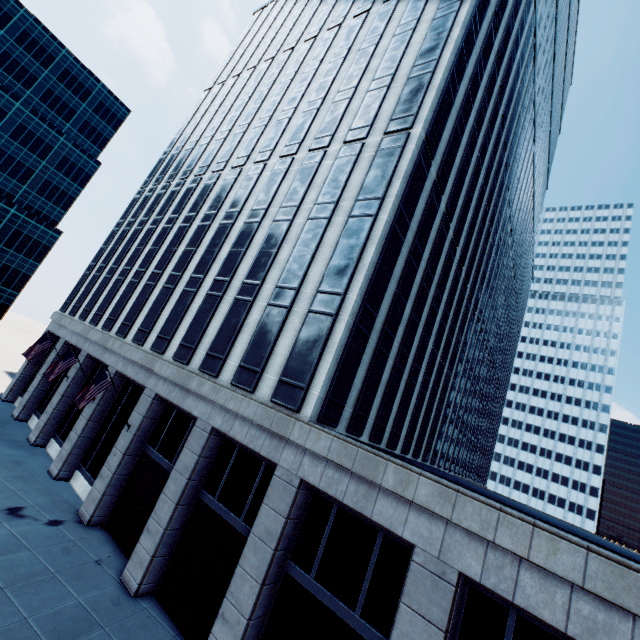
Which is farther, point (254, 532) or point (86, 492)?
point (86, 492)

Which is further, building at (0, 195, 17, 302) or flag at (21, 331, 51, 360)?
building at (0, 195, 17, 302)

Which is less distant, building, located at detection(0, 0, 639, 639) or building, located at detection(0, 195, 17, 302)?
building, located at detection(0, 0, 639, 639)

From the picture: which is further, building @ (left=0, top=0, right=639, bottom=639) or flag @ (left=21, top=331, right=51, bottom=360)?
flag @ (left=21, top=331, right=51, bottom=360)

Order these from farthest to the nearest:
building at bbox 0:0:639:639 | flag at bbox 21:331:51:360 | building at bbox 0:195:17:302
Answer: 1. building at bbox 0:195:17:302
2. flag at bbox 21:331:51:360
3. building at bbox 0:0:639:639

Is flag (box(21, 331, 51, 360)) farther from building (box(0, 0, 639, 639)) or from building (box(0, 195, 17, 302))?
building (box(0, 195, 17, 302))

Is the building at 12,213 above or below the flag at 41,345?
above

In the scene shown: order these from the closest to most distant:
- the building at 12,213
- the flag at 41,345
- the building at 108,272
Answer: the building at 108,272, the flag at 41,345, the building at 12,213
